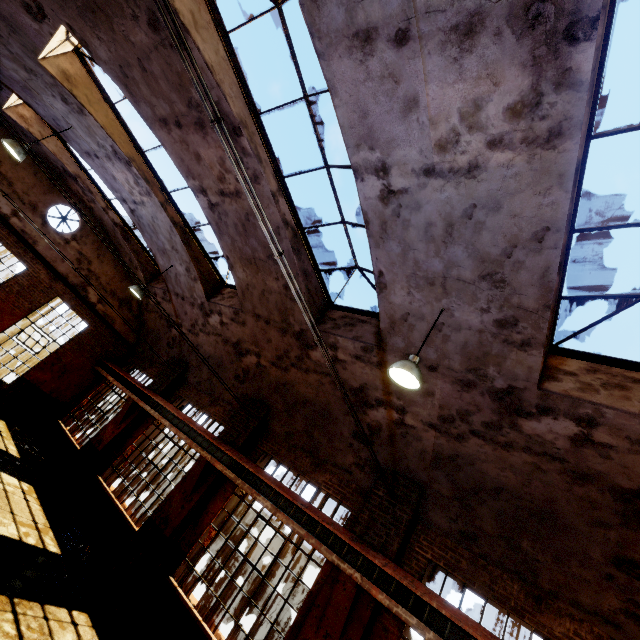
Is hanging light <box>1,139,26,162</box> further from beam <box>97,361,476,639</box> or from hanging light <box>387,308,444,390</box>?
hanging light <box>387,308,444,390</box>

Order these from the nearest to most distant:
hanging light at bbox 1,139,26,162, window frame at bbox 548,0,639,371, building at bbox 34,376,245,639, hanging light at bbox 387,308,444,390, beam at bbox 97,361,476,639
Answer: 1. window frame at bbox 548,0,639,371
2. hanging light at bbox 387,308,444,390
3. beam at bbox 97,361,476,639
4. building at bbox 34,376,245,639
5. hanging light at bbox 1,139,26,162

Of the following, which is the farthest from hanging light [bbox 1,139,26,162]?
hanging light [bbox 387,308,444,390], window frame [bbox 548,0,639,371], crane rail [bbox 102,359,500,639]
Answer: window frame [bbox 548,0,639,371]

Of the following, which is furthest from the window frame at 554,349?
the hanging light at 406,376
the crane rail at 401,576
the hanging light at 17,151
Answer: the hanging light at 17,151

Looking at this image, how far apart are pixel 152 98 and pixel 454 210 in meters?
6.3 m

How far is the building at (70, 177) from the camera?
11.5 meters

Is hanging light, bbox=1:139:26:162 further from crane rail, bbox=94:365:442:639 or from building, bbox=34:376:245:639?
crane rail, bbox=94:365:442:639

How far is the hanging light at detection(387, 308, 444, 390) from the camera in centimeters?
475cm
